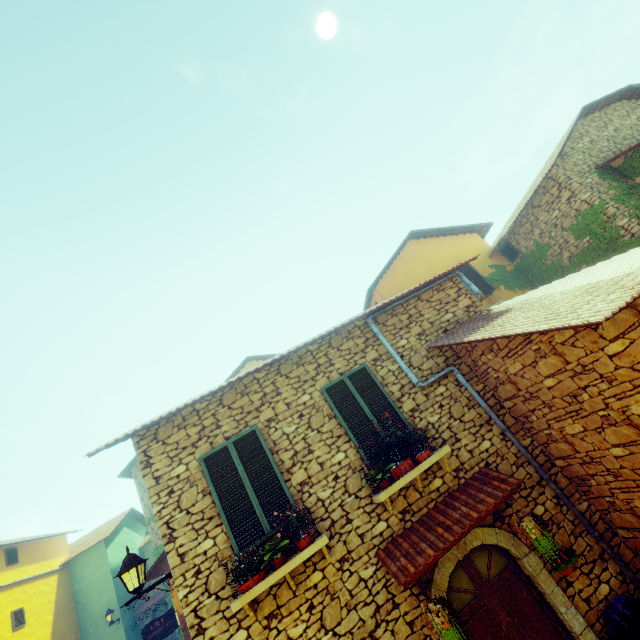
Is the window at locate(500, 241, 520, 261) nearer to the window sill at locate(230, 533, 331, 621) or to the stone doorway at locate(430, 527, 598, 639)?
the stone doorway at locate(430, 527, 598, 639)

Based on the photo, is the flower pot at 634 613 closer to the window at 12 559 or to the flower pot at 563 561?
the flower pot at 563 561

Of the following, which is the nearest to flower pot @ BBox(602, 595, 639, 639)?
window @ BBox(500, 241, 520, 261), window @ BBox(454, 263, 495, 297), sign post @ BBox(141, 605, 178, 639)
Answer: window @ BBox(454, 263, 495, 297)

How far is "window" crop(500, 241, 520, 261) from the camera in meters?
12.6

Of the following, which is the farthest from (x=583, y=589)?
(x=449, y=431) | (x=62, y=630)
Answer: (x=62, y=630)

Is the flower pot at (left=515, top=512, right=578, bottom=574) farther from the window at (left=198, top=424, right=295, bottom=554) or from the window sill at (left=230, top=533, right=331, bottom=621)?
the window at (left=198, top=424, right=295, bottom=554)

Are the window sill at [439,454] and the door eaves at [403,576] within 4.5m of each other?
yes

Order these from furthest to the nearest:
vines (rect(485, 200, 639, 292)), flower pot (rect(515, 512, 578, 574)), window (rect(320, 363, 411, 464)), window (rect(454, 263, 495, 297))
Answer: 1. window (rect(454, 263, 495, 297))
2. vines (rect(485, 200, 639, 292))
3. window (rect(320, 363, 411, 464))
4. flower pot (rect(515, 512, 578, 574))
